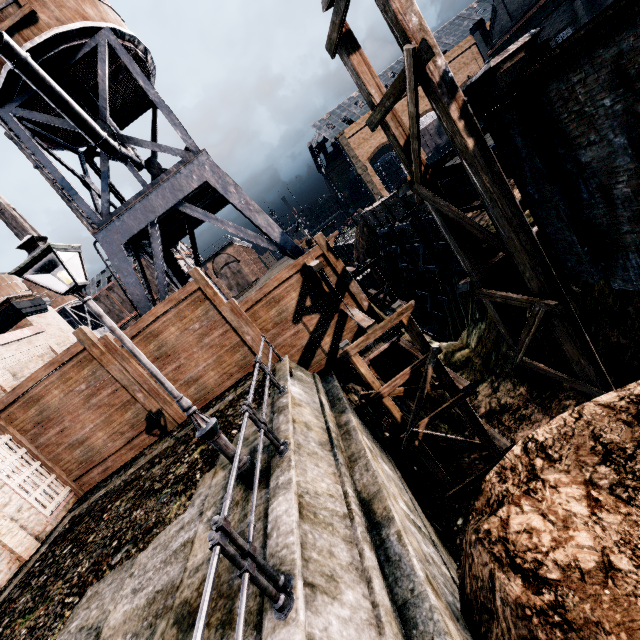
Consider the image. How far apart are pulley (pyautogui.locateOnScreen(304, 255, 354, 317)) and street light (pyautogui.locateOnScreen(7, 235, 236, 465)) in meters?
6.3

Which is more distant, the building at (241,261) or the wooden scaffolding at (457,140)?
the building at (241,261)

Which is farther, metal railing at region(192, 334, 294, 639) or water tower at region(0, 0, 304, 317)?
water tower at region(0, 0, 304, 317)

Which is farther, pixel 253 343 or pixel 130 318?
pixel 130 318

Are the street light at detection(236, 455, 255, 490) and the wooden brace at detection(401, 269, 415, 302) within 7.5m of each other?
no

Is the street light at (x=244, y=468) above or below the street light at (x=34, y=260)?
below

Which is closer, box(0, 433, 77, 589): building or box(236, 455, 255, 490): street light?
box(236, 455, 255, 490): street light

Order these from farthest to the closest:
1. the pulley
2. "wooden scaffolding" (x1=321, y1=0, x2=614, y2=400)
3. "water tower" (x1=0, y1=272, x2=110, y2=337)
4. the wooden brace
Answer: "water tower" (x1=0, y1=272, x2=110, y2=337)
the wooden brace
the pulley
"wooden scaffolding" (x1=321, y1=0, x2=614, y2=400)
